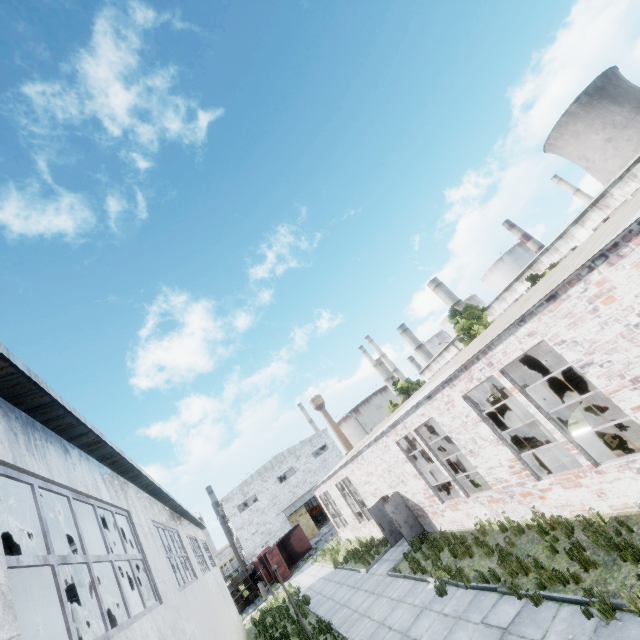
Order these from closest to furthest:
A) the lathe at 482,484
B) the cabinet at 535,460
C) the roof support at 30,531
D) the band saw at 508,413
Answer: the roof support at 30,531 → the cabinet at 535,460 → the lathe at 482,484 → the band saw at 508,413

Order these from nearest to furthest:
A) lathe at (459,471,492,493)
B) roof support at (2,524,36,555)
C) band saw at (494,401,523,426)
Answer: roof support at (2,524,36,555) → lathe at (459,471,492,493) → band saw at (494,401,523,426)

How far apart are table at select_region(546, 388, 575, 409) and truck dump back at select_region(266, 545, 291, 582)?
28.45m

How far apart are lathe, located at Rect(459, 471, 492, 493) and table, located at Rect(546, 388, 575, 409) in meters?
6.5

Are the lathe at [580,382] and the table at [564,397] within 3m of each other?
yes

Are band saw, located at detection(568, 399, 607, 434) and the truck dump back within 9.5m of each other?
no

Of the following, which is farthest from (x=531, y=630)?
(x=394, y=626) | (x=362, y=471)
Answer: (x=362, y=471)

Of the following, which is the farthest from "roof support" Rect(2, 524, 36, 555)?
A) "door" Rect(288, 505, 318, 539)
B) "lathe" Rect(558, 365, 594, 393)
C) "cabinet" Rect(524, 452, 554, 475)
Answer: "door" Rect(288, 505, 318, 539)
